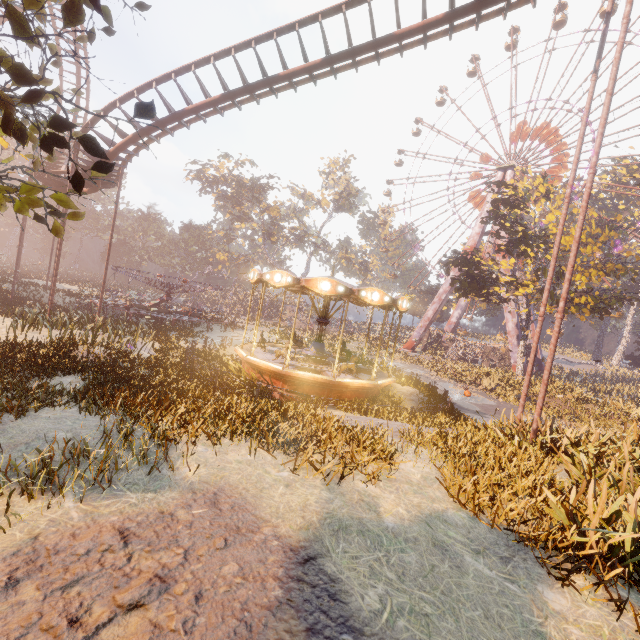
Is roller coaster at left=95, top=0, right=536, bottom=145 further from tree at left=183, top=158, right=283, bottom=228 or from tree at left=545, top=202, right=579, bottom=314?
tree at left=183, top=158, right=283, bottom=228

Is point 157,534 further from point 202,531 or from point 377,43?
point 377,43

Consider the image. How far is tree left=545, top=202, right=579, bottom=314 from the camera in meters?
22.9 m

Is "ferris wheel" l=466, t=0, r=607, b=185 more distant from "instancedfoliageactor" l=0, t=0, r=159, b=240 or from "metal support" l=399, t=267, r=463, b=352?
"instancedfoliageactor" l=0, t=0, r=159, b=240

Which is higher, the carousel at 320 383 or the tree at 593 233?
the tree at 593 233

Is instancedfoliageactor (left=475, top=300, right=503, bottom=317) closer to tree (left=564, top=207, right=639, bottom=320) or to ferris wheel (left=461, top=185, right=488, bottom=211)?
ferris wheel (left=461, top=185, right=488, bottom=211)

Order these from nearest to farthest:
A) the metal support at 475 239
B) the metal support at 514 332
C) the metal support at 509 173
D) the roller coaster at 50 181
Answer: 1. the roller coaster at 50 181
2. the metal support at 514 332
3. the metal support at 509 173
4. the metal support at 475 239

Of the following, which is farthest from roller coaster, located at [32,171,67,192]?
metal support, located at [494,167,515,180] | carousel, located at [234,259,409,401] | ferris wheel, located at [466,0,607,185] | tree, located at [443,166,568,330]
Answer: metal support, located at [494,167,515,180]
